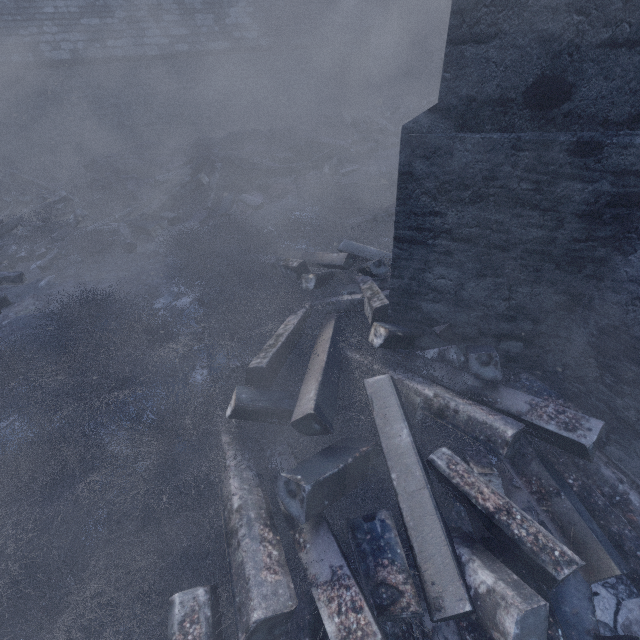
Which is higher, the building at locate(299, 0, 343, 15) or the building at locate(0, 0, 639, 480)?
the building at locate(299, 0, 343, 15)

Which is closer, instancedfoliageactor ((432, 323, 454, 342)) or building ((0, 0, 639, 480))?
building ((0, 0, 639, 480))

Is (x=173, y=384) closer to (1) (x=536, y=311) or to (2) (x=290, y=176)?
(1) (x=536, y=311)

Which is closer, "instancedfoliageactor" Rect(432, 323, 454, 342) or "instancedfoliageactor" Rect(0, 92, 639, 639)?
"instancedfoliageactor" Rect(0, 92, 639, 639)

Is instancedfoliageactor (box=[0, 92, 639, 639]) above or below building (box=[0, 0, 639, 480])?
below

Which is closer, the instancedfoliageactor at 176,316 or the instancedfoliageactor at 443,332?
the instancedfoliageactor at 176,316

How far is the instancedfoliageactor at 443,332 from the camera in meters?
2.9 m

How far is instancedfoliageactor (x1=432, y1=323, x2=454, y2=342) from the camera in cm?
293
